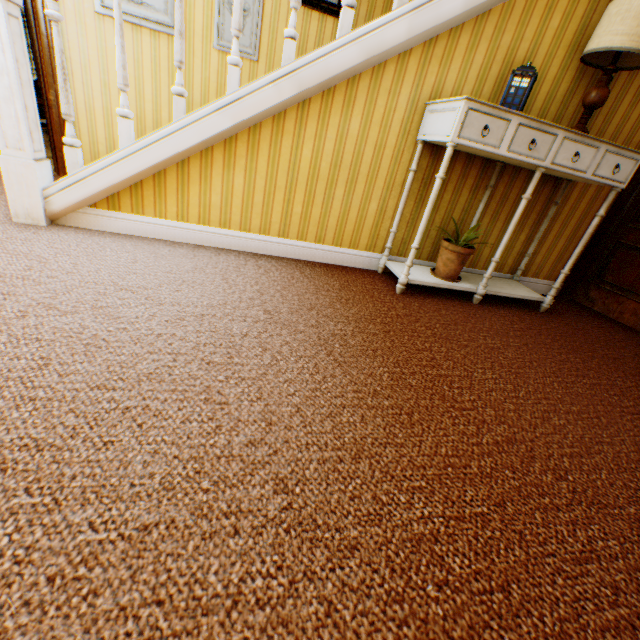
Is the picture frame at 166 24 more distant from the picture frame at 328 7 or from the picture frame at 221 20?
the picture frame at 328 7

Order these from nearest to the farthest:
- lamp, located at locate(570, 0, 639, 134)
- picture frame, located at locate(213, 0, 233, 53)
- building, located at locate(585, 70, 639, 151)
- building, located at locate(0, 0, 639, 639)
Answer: building, located at locate(0, 0, 639, 639), lamp, located at locate(570, 0, 639, 134), building, located at locate(585, 70, 639, 151), picture frame, located at locate(213, 0, 233, 53)

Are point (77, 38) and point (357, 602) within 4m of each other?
no

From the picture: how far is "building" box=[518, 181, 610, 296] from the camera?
3.06m

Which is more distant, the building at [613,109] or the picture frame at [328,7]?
the picture frame at [328,7]

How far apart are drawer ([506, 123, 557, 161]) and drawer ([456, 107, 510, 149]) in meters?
0.1

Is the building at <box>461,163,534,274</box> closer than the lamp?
No

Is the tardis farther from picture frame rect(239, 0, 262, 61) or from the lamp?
picture frame rect(239, 0, 262, 61)
